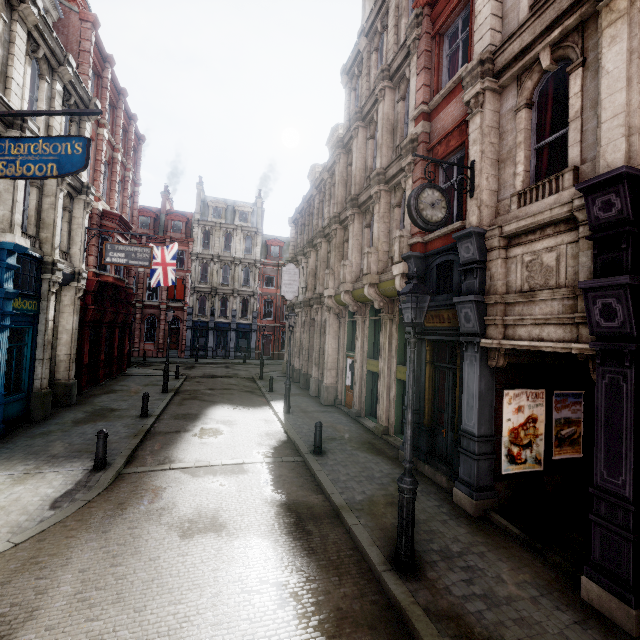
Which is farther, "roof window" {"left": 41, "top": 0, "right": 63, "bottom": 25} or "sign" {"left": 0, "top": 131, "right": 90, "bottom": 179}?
"roof window" {"left": 41, "top": 0, "right": 63, "bottom": 25}

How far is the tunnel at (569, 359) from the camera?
5.9 meters

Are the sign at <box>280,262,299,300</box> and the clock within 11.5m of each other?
no

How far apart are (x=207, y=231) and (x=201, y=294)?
7.81m

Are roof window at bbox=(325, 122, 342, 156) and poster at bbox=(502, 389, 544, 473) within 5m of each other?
no

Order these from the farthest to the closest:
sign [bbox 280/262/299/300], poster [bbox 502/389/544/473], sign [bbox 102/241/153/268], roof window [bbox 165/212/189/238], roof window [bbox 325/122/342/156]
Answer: roof window [bbox 165/212/189/238], sign [bbox 280/262/299/300], roof window [bbox 325/122/342/156], sign [bbox 102/241/153/268], poster [bbox 502/389/544/473]

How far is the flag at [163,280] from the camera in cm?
2217

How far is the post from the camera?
8.20m
